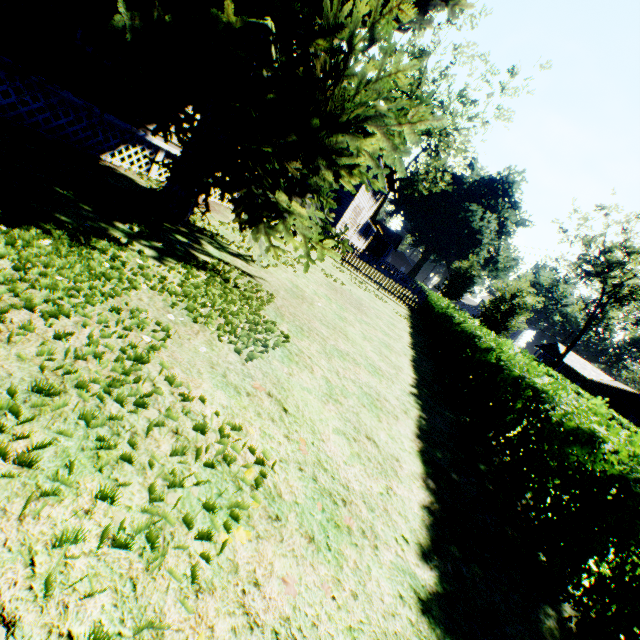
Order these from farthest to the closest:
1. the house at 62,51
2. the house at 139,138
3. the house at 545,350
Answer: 1. the house at 545,350
2. the house at 139,138
3. the house at 62,51

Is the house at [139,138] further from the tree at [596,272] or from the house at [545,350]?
the house at [545,350]

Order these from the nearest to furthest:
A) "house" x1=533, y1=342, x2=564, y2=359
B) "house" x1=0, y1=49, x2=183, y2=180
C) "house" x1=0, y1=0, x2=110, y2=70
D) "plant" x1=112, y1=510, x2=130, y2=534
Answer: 1. "plant" x1=112, y1=510, x2=130, y2=534
2. "house" x1=0, y1=0, x2=110, y2=70
3. "house" x1=0, y1=49, x2=183, y2=180
4. "house" x1=533, y1=342, x2=564, y2=359

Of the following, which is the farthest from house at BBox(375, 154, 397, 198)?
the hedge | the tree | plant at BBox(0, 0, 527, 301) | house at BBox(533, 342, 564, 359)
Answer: house at BBox(533, 342, 564, 359)

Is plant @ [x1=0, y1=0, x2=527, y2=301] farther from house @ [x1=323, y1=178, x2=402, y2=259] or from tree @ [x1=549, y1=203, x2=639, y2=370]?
tree @ [x1=549, y1=203, x2=639, y2=370]

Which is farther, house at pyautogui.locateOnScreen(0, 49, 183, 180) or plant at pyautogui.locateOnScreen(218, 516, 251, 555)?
house at pyautogui.locateOnScreen(0, 49, 183, 180)

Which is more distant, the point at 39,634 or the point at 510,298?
the point at 510,298
